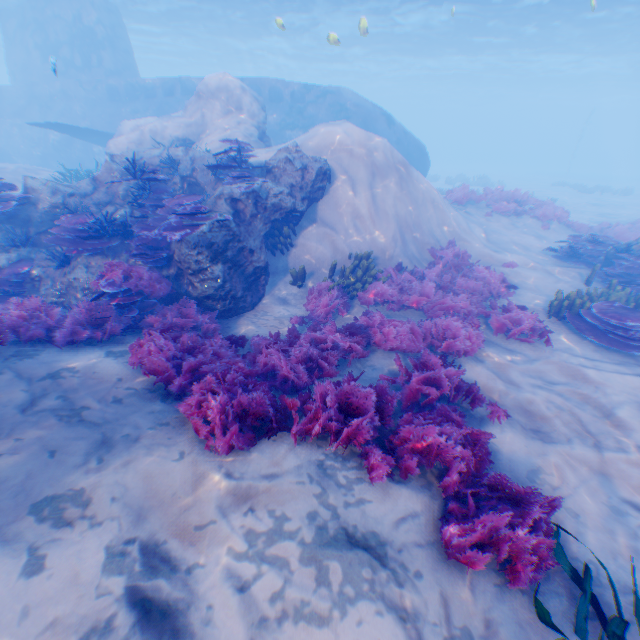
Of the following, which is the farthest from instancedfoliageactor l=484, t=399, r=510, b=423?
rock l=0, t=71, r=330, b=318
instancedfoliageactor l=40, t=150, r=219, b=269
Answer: instancedfoliageactor l=40, t=150, r=219, b=269

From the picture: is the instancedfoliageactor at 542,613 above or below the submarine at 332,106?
below

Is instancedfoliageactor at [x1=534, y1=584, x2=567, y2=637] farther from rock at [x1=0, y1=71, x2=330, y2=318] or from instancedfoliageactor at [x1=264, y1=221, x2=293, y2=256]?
instancedfoliageactor at [x1=264, y1=221, x2=293, y2=256]

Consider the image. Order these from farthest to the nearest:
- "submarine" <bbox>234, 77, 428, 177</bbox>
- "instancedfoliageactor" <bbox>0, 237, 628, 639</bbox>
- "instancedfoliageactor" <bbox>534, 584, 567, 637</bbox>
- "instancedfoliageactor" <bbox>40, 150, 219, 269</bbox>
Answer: "submarine" <bbox>234, 77, 428, 177</bbox> < "instancedfoliageactor" <bbox>40, 150, 219, 269</bbox> < "instancedfoliageactor" <bbox>0, 237, 628, 639</bbox> < "instancedfoliageactor" <bbox>534, 584, 567, 637</bbox>

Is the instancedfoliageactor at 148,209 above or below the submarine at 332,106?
below

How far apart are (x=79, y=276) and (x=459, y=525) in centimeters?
805cm

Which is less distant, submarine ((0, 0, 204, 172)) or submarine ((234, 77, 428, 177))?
submarine ((234, 77, 428, 177))

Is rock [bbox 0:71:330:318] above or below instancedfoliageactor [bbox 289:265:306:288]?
above
